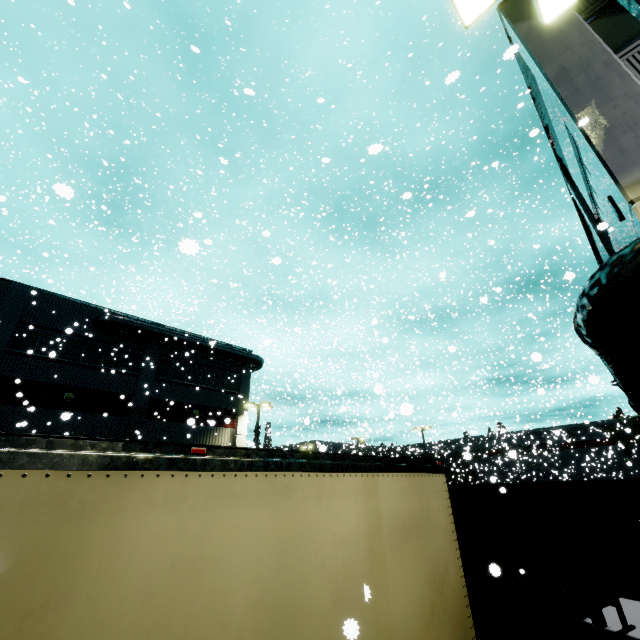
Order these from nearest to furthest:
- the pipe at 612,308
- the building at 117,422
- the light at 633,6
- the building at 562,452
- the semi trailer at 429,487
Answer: the semi trailer at 429,487
the light at 633,6
the pipe at 612,308
the building at 117,422
the building at 562,452

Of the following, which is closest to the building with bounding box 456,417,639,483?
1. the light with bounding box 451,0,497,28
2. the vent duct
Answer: the vent duct

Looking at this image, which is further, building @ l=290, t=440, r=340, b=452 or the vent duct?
the vent duct

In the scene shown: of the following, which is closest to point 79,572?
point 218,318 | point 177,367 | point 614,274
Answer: point 614,274

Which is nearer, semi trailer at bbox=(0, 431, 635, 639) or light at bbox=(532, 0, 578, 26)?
semi trailer at bbox=(0, 431, 635, 639)

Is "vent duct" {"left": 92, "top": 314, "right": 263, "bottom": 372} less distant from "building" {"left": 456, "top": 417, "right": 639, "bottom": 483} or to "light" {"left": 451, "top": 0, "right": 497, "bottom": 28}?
"building" {"left": 456, "top": 417, "right": 639, "bottom": 483}

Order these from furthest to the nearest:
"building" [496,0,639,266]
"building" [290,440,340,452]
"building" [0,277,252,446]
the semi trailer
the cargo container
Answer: "building" [0,277,252,446], "building" [290,440,340,452], the cargo container, "building" [496,0,639,266], the semi trailer

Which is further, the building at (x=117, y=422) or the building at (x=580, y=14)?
the building at (x=117, y=422)
